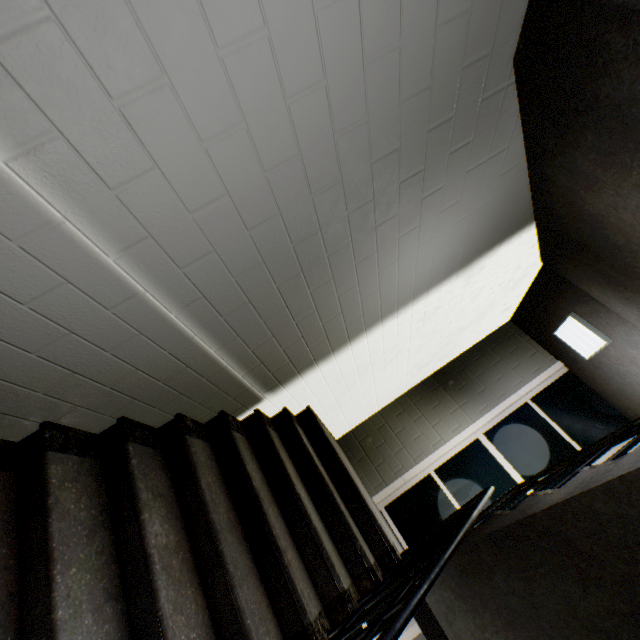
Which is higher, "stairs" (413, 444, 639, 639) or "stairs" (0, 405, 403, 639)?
"stairs" (413, 444, 639, 639)

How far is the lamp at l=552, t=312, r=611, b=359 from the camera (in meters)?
3.84

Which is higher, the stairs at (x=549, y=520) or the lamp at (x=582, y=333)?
the lamp at (x=582, y=333)

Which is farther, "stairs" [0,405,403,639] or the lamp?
the lamp

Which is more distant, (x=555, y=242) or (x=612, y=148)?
(x=555, y=242)

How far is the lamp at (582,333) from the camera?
3.8 meters
